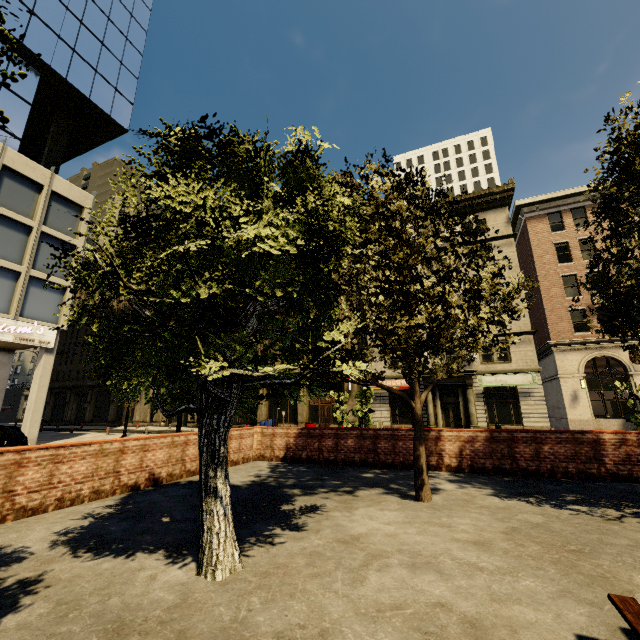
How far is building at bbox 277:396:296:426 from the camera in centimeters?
3391cm

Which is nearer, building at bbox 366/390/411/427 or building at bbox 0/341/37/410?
building at bbox 0/341/37/410

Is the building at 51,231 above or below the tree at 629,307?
above

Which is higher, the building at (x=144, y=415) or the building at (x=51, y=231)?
the building at (x=51, y=231)

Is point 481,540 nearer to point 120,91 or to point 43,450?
point 43,450

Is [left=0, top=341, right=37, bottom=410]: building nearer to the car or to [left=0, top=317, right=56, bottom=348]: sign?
[left=0, top=317, right=56, bottom=348]: sign

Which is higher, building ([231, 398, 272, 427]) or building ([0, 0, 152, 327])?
building ([0, 0, 152, 327])
